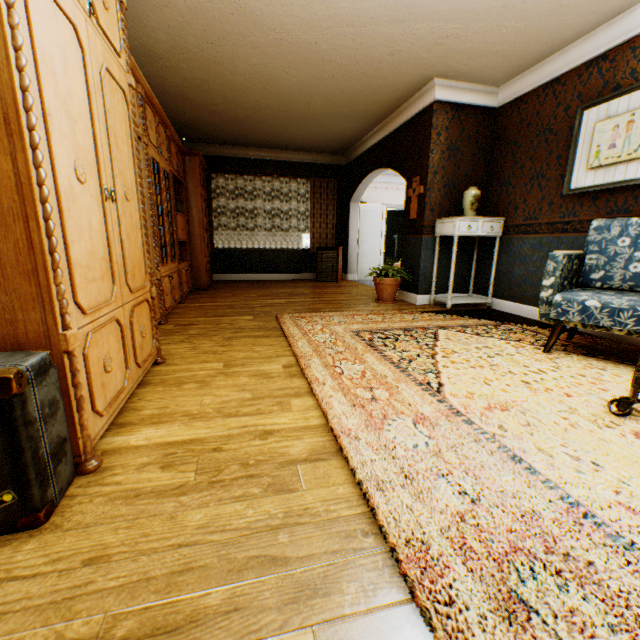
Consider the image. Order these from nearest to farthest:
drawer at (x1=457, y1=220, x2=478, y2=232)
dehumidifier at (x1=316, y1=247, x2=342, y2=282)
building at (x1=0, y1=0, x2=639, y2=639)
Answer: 1. building at (x1=0, y1=0, x2=639, y2=639)
2. drawer at (x1=457, y1=220, x2=478, y2=232)
3. dehumidifier at (x1=316, y1=247, x2=342, y2=282)

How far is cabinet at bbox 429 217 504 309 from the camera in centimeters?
464cm

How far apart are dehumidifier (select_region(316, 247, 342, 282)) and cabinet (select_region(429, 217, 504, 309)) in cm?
331

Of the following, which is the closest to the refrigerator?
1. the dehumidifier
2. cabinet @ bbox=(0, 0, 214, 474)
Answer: the dehumidifier

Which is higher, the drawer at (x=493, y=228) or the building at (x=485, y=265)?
the drawer at (x=493, y=228)

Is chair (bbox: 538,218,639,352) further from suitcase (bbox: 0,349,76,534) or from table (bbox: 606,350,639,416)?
suitcase (bbox: 0,349,76,534)

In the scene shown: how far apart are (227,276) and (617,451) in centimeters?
810cm

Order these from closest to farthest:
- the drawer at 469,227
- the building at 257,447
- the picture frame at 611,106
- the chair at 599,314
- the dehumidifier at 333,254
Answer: the building at 257,447
the chair at 599,314
the picture frame at 611,106
the drawer at 469,227
the dehumidifier at 333,254
